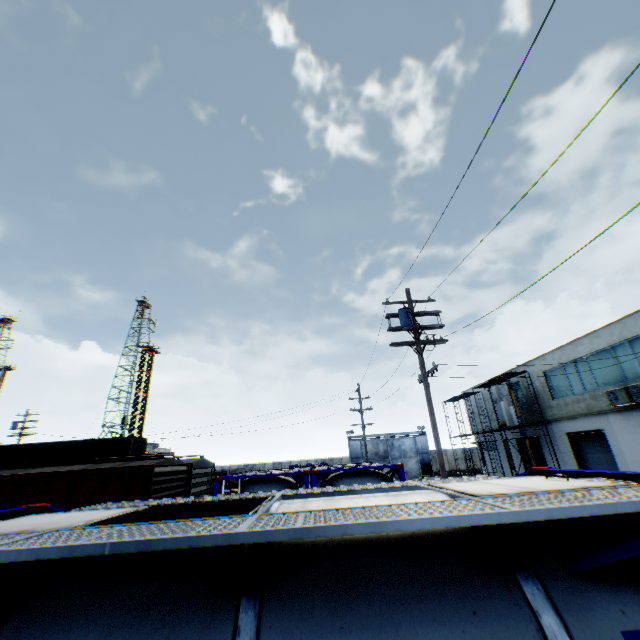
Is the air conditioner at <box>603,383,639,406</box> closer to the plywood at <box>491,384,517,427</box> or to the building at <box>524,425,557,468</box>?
the building at <box>524,425,557,468</box>

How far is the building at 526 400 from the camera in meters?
27.8

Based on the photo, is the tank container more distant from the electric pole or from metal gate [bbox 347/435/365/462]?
metal gate [bbox 347/435/365/462]

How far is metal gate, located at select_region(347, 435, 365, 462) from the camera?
45.8 meters

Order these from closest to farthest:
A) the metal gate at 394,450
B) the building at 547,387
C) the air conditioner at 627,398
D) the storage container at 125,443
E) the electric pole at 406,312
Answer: the electric pole at 406,312 → the air conditioner at 627,398 → the building at 547,387 → the storage container at 125,443 → the metal gate at 394,450

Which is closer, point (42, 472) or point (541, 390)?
point (42, 472)

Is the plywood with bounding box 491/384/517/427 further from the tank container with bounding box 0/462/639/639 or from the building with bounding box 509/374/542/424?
the tank container with bounding box 0/462/639/639

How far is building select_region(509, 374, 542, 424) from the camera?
27.8 meters
